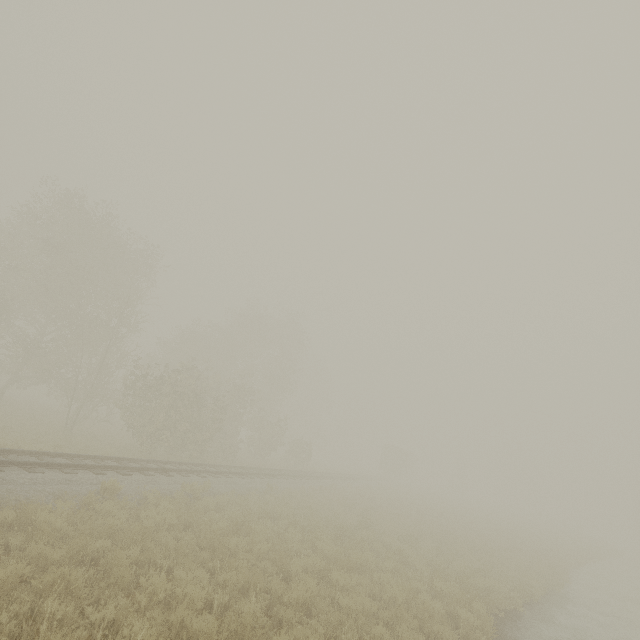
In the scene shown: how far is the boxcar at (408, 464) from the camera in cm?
4959

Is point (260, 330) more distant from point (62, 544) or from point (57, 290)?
point (62, 544)

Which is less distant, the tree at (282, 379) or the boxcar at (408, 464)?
the tree at (282, 379)

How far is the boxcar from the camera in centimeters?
Result: 4959cm

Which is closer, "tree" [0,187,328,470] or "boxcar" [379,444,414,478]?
"tree" [0,187,328,470]
